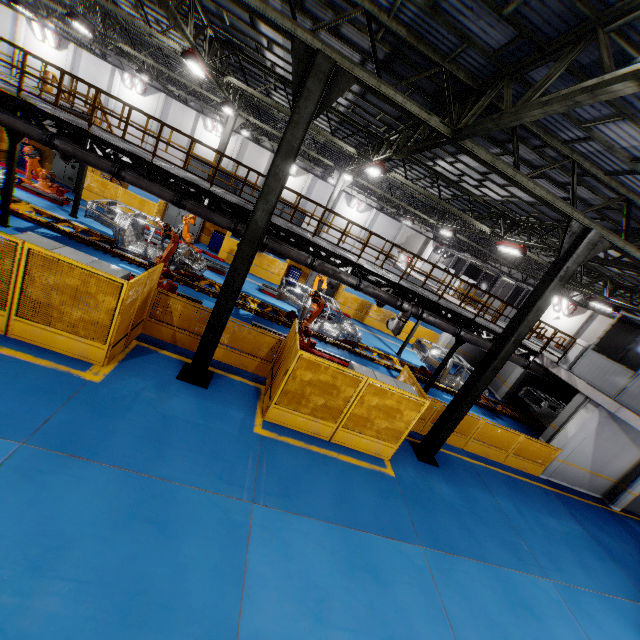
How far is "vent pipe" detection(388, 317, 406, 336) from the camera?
13.3m

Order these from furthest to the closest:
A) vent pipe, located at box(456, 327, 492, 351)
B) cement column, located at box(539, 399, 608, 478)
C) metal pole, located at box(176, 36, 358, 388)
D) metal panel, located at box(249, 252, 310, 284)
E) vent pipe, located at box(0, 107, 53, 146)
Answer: metal panel, located at box(249, 252, 310, 284)
vent pipe, located at box(456, 327, 492, 351)
cement column, located at box(539, 399, 608, 478)
vent pipe, located at box(0, 107, 53, 146)
metal pole, located at box(176, 36, 358, 388)

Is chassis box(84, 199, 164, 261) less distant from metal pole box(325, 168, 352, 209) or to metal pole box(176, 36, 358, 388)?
metal pole box(176, 36, 358, 388)

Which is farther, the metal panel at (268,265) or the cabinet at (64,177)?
the metal panel at (268,265)

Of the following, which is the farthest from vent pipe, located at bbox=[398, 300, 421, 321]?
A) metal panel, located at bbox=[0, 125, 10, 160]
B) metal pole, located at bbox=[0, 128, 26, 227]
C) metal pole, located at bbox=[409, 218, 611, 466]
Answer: metal pole, located at bbox=[409, 218, 611, 466]

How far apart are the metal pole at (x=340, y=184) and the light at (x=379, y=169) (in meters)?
7.42

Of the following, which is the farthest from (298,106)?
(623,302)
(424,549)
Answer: (623,302)

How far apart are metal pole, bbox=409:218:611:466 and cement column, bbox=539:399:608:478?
5.97m
